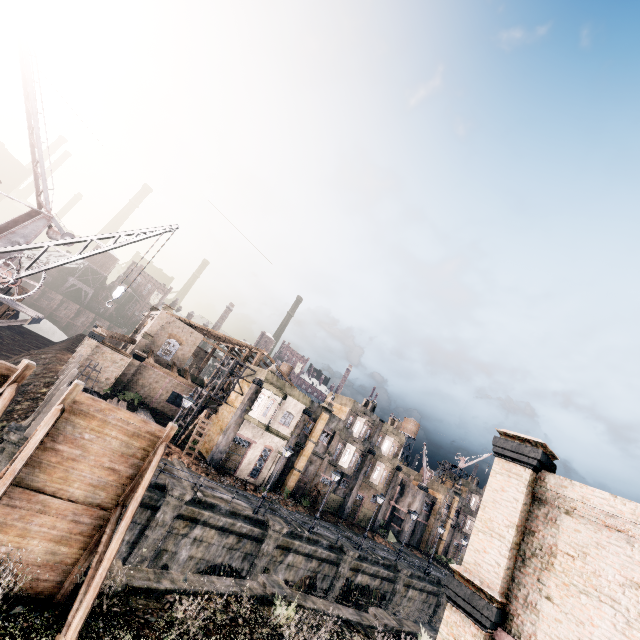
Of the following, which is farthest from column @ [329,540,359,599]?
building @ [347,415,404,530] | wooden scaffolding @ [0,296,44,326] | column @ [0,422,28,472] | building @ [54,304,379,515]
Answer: wooden scaffolding @ [0,296,44,326]

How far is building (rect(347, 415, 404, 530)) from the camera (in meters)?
44.44

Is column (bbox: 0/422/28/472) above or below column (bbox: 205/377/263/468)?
below

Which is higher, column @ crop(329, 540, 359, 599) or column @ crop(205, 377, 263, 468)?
column @ crop(205, 377, 263, 468)

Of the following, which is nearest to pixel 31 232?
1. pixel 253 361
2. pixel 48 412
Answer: pixel 48 412

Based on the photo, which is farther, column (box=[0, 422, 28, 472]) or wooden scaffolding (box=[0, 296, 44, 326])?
wooden scaffolding (box=[0, 296, 44, 326])

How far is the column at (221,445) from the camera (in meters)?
31.89

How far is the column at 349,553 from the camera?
28.2 meters
